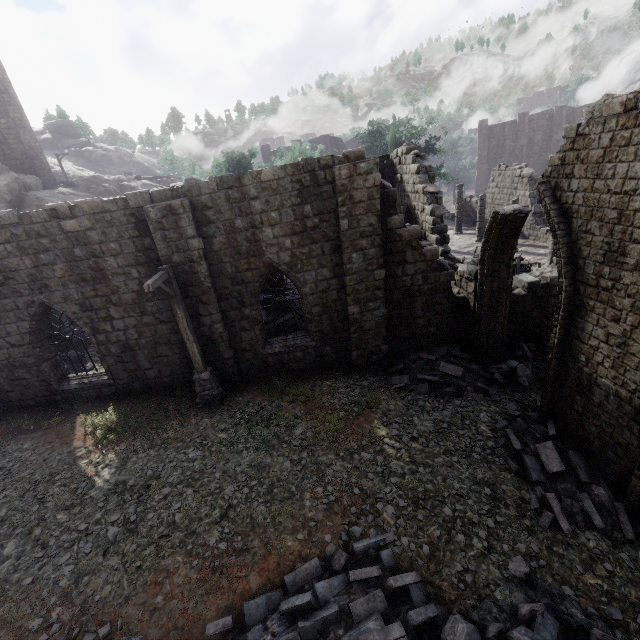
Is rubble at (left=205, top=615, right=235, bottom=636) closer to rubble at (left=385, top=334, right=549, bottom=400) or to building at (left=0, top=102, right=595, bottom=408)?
building at (left=0, top=102, right=595, bottom=408)

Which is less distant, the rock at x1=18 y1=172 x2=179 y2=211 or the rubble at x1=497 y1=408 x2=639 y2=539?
the rubble at x1=497 y1=408 x2=639 y2=539

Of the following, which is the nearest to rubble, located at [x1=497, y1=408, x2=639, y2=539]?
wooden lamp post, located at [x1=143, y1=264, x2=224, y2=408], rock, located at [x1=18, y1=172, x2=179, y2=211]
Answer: wooden lamp post, located at [x1=143, y1=264, x2=224, y2=408]

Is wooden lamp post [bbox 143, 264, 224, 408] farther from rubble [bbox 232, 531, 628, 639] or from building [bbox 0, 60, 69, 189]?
rubble [bbox 232, 531, 628, 639]

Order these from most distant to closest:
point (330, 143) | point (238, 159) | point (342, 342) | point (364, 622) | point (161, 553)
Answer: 1. point (330, 143)
2. point (238, 159)
3. point (342, 342)
4. point (161, 553)
5. point (364, 622)

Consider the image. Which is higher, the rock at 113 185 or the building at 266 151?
the building at 266 151

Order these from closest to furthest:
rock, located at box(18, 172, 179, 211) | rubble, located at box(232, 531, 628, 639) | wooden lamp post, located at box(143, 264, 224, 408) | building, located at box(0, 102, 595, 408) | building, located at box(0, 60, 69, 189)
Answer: rubble, located at box(232, 531, 628, 639) < wooden lamp post, located at box(143, 264, 224, 408) < building, located at box(0, 102, 595, 408) < rock, located at box(18, 172, 179, 211) < building, located at box(0, 60, 69, 189)

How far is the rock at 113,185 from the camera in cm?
2998
